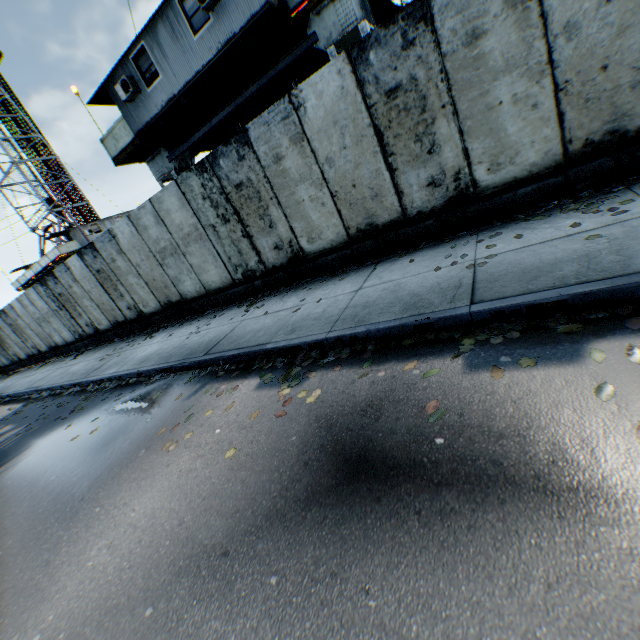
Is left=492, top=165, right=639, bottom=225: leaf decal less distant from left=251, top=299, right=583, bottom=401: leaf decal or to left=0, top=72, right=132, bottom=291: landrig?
left=251, top=299, right=583, bottom=401: leaf decal

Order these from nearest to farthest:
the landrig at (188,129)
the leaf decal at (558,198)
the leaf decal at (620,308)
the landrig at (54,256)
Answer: the leaf decal at (620,308)
the leaf decal at (558,198)
the landrig at (188,129)
the landrig at (54,256)

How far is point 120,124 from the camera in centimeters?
1202cm

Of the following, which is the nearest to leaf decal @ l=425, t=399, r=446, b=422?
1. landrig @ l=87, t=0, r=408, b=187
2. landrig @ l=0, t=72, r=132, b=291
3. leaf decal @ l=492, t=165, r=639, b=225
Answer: leaf decal @ l=492, t=165, r=639, b=225

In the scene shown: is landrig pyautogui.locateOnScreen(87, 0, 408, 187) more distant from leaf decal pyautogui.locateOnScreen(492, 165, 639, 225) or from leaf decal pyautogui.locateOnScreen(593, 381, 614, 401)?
leaf decal pyautogui.locateOnScreen(593, 381, 614, 401)

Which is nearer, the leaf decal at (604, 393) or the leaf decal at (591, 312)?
the leaf decal at (604, 393)

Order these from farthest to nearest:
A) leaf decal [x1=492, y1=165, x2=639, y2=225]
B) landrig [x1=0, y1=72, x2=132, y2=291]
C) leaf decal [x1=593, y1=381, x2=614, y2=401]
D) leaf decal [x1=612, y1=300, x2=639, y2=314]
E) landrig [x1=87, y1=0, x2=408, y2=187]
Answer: landrig [x1=0, y1=72, x2=132, y2=291] → landrig [x1=87, y1=0, x2=408, y2=187] → leaf decal [x1=492, y1=165, x2=639, y2=225] → leaf decal [x1=612, y1=300, x2=639, y2=314] → leaf decal [x1=593, y1=381, x2=614, y2=401]

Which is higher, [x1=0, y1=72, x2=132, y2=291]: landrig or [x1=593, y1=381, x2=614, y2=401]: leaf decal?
[x1=0, y1=72, x2=132, y2=291]: landrig
